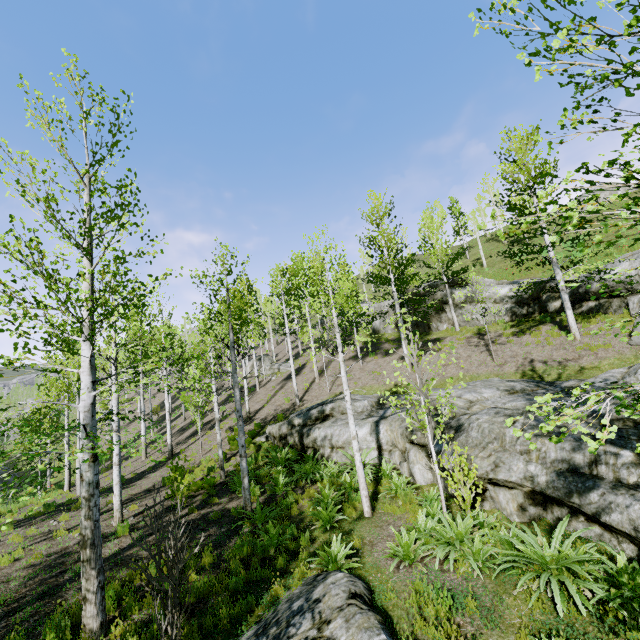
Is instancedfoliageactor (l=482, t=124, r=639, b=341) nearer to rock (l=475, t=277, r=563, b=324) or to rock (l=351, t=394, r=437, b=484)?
rock (l=351, t=394, r=437, b=484)

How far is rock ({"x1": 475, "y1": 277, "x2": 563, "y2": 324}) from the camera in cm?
1853

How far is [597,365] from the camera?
12.4 meters

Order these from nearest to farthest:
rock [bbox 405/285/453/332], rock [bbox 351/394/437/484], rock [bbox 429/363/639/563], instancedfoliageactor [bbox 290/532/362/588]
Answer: rock [bbox 429/363/639/563] → instancedfoliageactor [bbox 290/532/362/588] → rock [bbox 351/394/437/484] → rock [bbox 405/285/453/332]

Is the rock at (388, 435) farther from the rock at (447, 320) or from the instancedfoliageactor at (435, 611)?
the rock at (447, 320)

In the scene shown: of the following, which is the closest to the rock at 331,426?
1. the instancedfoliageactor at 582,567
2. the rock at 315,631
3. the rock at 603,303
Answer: the instancedfoliageactor at 582,567

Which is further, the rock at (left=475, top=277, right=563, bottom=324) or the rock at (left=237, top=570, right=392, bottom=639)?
the rock at (left=475, top=277, right=563, bottom=324)
